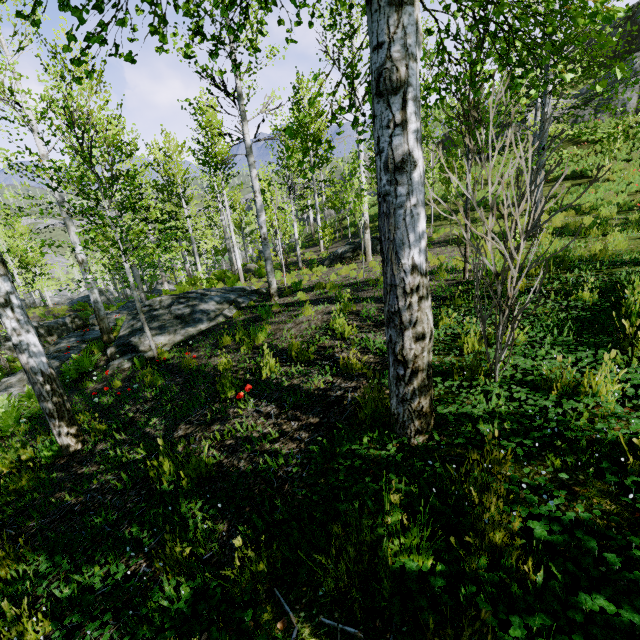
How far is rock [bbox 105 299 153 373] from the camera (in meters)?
8.48

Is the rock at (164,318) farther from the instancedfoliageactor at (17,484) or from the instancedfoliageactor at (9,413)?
the instancedfoliageactor at (17,484)

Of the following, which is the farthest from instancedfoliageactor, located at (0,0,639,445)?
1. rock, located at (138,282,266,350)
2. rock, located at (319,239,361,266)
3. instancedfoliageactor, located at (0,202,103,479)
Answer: rock, located at (319,239,361,266)

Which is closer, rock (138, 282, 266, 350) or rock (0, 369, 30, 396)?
rock (138, 282, 266, 350)

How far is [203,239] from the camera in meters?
29.1

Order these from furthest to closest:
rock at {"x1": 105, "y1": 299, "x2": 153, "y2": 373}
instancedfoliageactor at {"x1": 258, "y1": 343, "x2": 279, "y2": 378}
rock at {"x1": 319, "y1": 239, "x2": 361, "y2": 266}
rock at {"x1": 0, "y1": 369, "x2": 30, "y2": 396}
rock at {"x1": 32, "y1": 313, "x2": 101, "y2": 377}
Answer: rock at {"x1": 319, "y1": 239, "x2": 361, "y2": 266}
rock at {"x1": 32, "y1": 313, "x2": 101, "y2": 377}
rock at {"x1": 0, "y1": 369, "x2": 30, "y2": 396}
rock at {"x1": 105, "y1": 299, "x2": 153, "y2": 373}
instancedfoliageactor at {"x1": 258, "y1": 343, "x2": 279, "y2": 378}

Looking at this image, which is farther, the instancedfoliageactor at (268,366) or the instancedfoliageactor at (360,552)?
the instancedfoliageactor at (268,366)

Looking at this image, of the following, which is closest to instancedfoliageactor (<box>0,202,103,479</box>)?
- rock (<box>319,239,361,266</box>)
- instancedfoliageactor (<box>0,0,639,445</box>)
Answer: rock (<box>319,239,361,266</box>)
